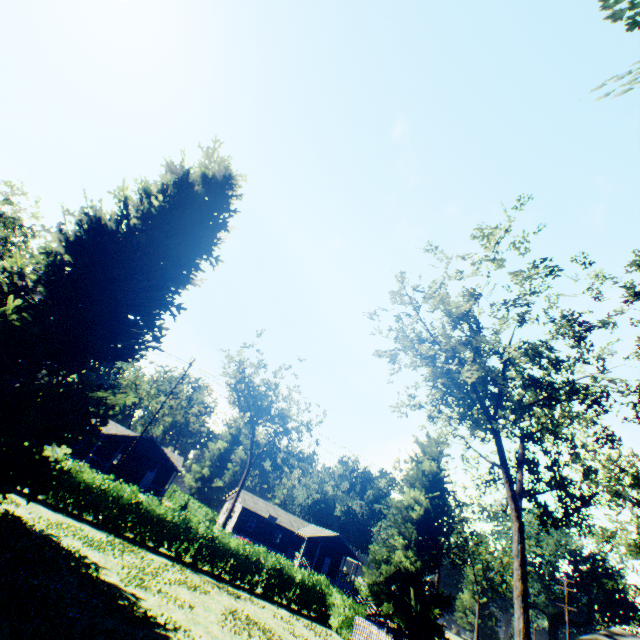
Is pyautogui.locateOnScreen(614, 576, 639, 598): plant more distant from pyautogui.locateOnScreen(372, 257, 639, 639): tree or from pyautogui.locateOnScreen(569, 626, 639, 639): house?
pyautogui.locateOnScreen(372, 257, 639, 639): tree

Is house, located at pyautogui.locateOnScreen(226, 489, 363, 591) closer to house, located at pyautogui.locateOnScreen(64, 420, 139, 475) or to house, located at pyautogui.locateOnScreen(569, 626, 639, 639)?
house, located at pyautogui.locateOnScreen(64, 420, 139, 475)

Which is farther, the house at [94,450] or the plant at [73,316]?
the house at [94,450]

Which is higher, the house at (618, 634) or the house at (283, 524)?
the house at (618, 634)

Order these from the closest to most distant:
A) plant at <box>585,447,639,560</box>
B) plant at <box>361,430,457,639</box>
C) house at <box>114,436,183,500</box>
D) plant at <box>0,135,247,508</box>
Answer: plant at <box>0,135,247,508</box> < plant at <box>361,430,457,639</box> < plant at <box>585,447,639,560</box> < house at <box>114,436,183,500</box>

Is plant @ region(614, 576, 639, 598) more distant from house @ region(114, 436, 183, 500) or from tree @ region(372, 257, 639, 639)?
house @ region(114, 436, 183, 500)

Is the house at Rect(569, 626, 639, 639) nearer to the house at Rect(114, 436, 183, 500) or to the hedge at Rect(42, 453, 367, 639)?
the hedge at Rect(42, 453, 367, 639)

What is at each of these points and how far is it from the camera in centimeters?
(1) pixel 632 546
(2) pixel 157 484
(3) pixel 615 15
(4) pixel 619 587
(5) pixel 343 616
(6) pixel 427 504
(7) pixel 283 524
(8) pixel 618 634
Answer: (1) plant, 3488cm
(2) house, 4406cm
(3) plant, 607cm
(4) plant, 3278cm
(5) hedge, 1962cm
(6) plant, 2664cm
(7) house, 5184cm
(8) house, 1948cm
